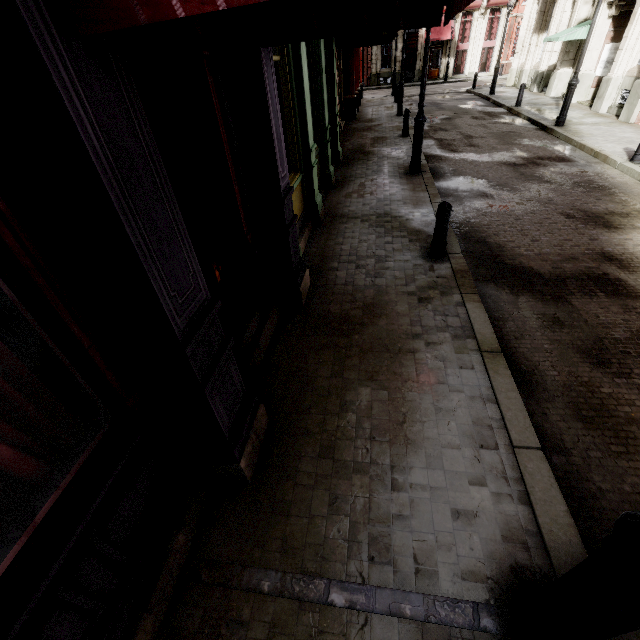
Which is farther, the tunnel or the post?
the tunnel

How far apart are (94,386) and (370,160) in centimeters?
1129cm

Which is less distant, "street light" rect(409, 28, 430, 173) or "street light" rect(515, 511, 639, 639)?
"street light" rect(515, 511, 639, 639)

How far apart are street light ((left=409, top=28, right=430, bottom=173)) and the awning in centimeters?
1244cm

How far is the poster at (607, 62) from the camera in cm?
1434

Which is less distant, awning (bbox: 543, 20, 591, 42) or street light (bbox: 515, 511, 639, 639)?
street light (bbox: 515, 511, 639, 639)

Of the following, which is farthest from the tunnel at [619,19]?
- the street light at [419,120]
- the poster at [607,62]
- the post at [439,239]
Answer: the post at [439,239]

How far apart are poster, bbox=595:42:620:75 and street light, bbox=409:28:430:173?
13.1m
